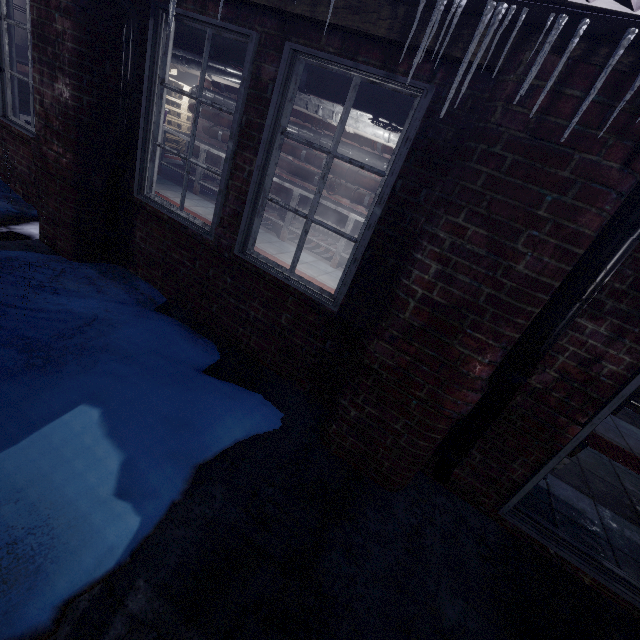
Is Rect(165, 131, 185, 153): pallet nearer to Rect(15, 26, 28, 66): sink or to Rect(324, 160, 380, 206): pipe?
Rect(15, 26, 28, 66): sink

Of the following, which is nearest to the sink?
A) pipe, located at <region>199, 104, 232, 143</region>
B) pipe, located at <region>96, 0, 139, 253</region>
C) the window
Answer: the window

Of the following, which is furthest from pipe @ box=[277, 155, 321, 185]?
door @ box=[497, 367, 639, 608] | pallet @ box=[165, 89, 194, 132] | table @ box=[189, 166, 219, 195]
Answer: door @ box=[497, 367, 639, 608]

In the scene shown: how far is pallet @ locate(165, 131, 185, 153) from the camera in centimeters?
847cm

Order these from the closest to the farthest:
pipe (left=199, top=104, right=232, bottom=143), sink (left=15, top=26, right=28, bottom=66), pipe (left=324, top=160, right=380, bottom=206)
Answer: pipe (left=324, top=160, right=380, bottom=206), pipe (left=199, top=104, right=232, bottom=143), sink (left=15, top=26, right=28, bottom=66)

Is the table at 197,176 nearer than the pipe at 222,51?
No

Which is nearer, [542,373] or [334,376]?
[542,373]
